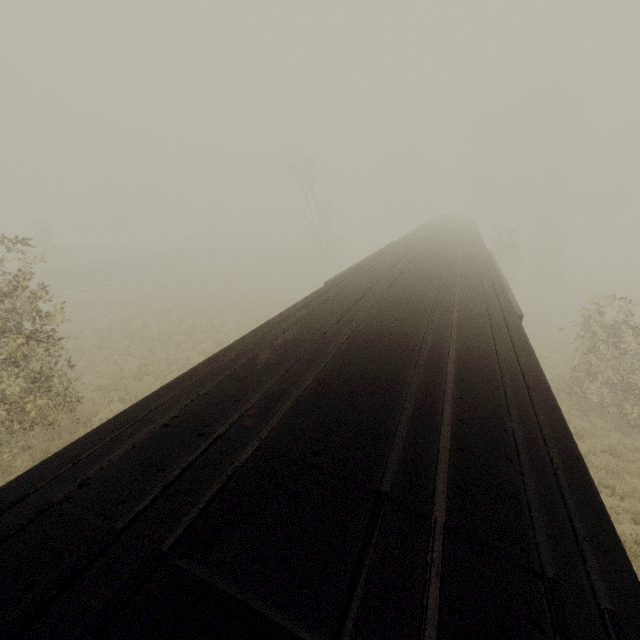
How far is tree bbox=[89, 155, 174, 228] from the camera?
47.12m

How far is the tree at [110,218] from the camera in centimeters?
4712cm

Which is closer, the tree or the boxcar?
the boxcar

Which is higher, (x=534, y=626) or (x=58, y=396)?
(x=534, y=626)

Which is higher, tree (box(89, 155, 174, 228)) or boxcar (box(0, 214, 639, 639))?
boxcar (box(0, 214, 639, 639))

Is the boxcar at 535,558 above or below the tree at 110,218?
above
